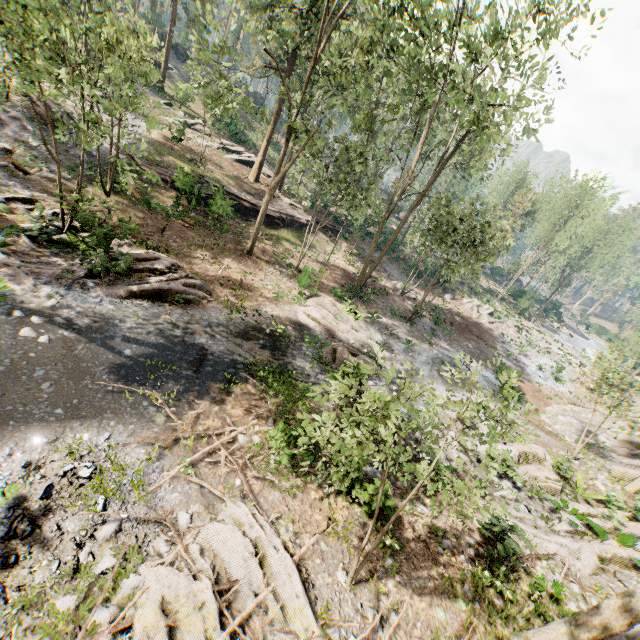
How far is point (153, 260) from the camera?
15.1 meters

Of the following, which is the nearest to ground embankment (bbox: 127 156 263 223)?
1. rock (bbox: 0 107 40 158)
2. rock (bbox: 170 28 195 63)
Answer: rock (bbox: 0 107 40 158)

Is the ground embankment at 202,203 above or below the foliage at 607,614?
below

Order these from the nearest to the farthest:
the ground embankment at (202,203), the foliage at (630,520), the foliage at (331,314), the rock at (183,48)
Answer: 1. the foliage at (331,314)
2. the foliage at (630,520)
3. the ground embankment at (202,203)
4. the rock at (183,48)

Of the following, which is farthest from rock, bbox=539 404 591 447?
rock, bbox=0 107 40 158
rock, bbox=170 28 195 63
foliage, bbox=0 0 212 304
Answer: rock, bbox=170 28 195 63

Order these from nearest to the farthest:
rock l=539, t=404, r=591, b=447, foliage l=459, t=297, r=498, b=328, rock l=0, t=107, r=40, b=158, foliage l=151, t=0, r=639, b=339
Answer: foliage l=151, t=0, r=639, b=339
rock l=0, t=107, r=40, b=158
rock l=539, t=404, r=591, b=447
foliage l=459, t=297, r=498, b=328

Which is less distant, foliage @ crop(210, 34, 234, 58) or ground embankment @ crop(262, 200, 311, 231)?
foliage @ crop(210, 34, 234, 58)

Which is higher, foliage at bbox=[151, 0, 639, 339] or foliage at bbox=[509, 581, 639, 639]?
foliage at bbox=[151, 0, 639, 339]
